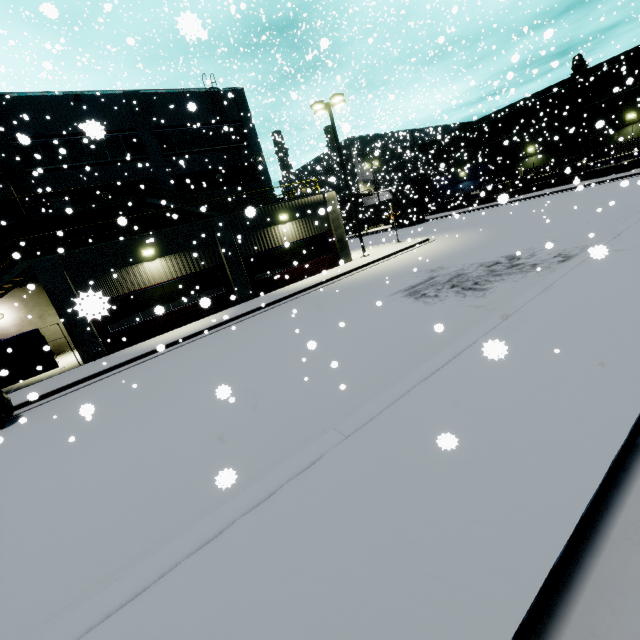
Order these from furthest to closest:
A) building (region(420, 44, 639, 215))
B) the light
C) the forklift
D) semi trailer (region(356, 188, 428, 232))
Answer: semi trailer (region(356, 188, 428, 232)) → building (region(420, 44, 639, 215)) → the light → the forklift

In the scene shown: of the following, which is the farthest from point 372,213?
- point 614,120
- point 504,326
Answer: point 504,326

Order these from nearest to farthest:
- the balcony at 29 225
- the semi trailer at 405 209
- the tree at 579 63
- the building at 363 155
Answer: the balcony at 29 225
the semi trailer at 405 209
the building at 363 155
the tree at 579 63

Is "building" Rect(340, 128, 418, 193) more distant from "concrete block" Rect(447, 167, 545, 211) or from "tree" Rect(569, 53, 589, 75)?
"tree" Rect(569, 53, 589, 75)

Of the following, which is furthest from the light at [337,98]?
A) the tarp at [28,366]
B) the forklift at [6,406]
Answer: the tarp at [28,366]

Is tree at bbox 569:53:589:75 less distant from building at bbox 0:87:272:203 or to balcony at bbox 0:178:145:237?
building at bbox 0:87:272:203

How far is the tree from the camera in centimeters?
5142cm

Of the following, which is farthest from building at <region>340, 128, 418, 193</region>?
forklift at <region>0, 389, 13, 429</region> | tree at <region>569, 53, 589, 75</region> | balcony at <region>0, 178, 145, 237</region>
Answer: forklift at <region>0, 389, 13, 429</region>
